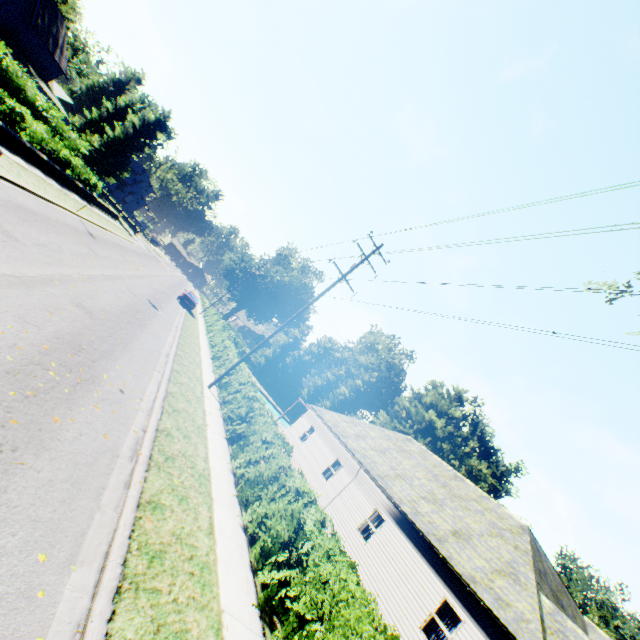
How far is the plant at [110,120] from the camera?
46.0m

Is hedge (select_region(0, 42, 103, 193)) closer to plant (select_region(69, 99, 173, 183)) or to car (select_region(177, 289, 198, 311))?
plant (select_region(69, 99, 173, 183))

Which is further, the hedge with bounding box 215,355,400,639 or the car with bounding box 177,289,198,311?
the car with bounding box 177,289,198,311

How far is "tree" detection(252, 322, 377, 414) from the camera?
51.1 meters

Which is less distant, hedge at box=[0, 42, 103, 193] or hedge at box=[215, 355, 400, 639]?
hedge at box=[215, 355, 400, 639]

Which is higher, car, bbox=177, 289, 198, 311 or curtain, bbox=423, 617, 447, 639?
curtain, bbox=423, 617, 447, 639

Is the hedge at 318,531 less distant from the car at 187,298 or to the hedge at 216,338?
the hedge at 216,338

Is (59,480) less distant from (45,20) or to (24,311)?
(24,311)
